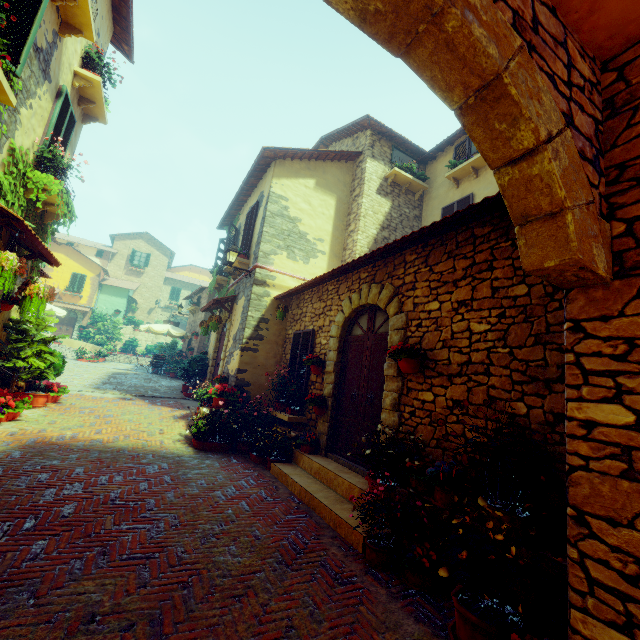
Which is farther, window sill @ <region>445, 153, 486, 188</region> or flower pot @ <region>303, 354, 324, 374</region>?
window sill @ <region>445, 153, 486, 188</region>

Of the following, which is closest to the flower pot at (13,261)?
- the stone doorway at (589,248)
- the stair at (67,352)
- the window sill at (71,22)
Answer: the stone doorway at (589,248)

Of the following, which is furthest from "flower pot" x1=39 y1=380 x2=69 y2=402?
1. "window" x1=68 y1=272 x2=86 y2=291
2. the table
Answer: "window" x1=68 y1=272 x2=86 y2=291

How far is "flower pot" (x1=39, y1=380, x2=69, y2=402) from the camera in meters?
7.7 m

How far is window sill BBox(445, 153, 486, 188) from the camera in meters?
9.1

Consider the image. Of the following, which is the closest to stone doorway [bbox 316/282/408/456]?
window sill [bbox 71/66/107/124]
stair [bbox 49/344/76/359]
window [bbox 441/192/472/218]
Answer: window [bbox 441/192/472/218]

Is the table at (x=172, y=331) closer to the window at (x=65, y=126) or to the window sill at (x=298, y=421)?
the window at (x=65, y=126)

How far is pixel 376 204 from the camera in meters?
10.3 m
